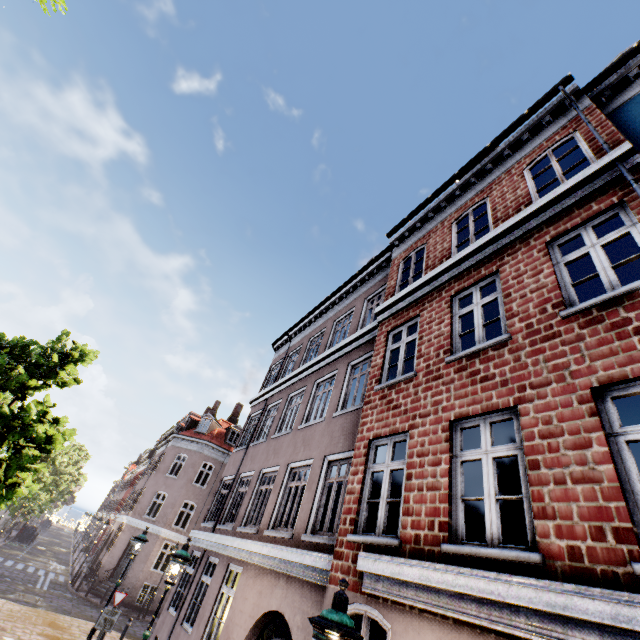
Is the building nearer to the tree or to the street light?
the street light

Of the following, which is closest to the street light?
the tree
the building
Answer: the tree

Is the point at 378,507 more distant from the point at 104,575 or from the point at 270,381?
the point at 104,575

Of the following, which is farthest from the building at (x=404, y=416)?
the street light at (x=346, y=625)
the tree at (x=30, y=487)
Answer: the tree at (x=30, y=487)

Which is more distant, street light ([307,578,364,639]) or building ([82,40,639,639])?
building ([82,40,639,639])

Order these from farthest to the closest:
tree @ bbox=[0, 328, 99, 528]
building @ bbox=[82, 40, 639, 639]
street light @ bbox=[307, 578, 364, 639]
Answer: tree @ bbox=[0, 328, 99, 528]
building @ bbox=[82, 40, 639, 639]
street light @ bbox=[307, 578, 364, 639]

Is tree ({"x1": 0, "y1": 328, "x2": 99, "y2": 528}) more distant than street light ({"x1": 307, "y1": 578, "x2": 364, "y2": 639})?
Yes

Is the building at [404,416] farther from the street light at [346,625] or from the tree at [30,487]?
the tree at [30,487]
